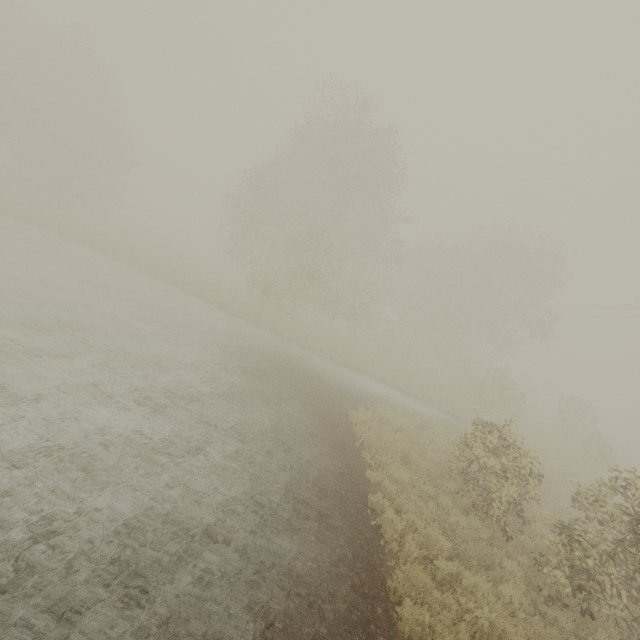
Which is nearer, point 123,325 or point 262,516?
point 262,516
